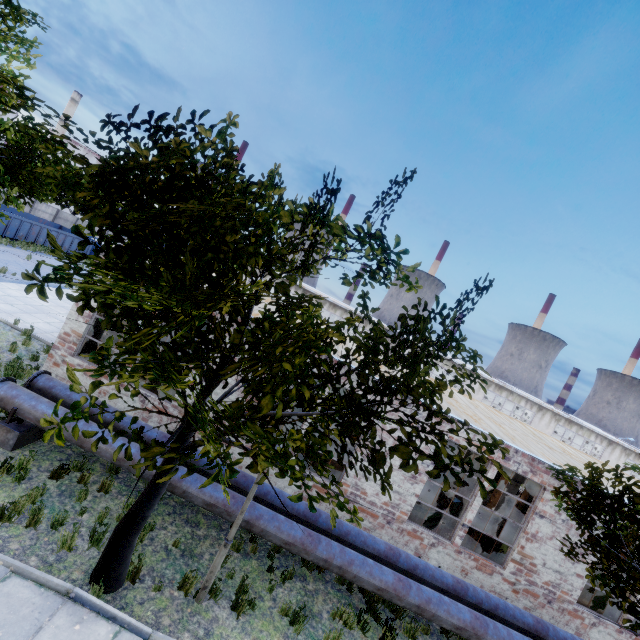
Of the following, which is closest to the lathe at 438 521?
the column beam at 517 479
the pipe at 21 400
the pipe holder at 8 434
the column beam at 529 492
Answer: the column beam at 517 479

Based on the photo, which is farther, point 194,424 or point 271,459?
point 271,459

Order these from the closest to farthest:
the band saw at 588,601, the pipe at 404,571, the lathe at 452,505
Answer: the pipe at 404,571 < the band saw at 588,601 < the lathe at 452,505

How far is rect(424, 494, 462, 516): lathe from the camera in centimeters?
1261cm

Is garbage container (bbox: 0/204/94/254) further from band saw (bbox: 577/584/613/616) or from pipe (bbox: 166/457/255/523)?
band saw (bbox: 577/584/613/616)

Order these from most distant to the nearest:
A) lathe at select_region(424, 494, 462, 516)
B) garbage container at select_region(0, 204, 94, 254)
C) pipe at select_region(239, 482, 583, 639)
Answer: garbage container at select_region(0, 204, 94, 254), lathe at select_region(424, 494, 462, 516), pipe at select_region(239, 482, 583, 639)

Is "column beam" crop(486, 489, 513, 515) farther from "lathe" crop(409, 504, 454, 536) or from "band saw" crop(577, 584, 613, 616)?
"band saw" crop(577, 584, 613, 616)

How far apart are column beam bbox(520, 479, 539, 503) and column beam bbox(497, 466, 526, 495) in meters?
5.3 m
